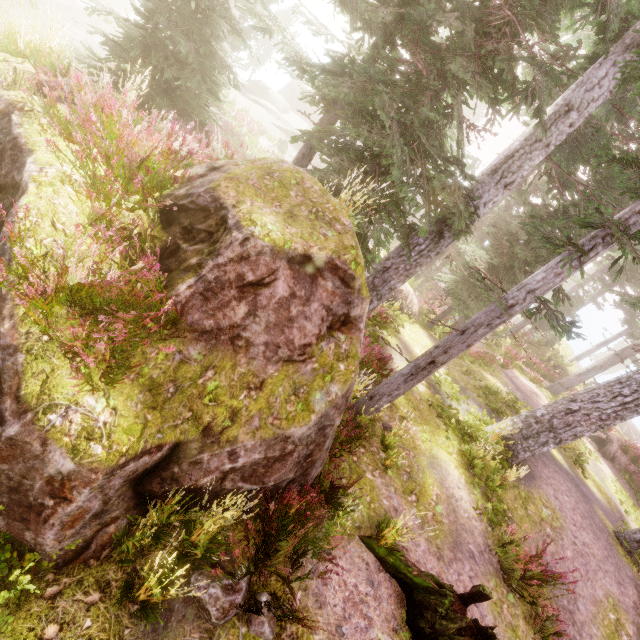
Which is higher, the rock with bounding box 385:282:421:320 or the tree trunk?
the tree trunk

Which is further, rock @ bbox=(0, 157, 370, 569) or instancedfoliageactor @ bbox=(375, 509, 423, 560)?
instancedfoliageactor @ bbox=(375, 509, 423, 560)

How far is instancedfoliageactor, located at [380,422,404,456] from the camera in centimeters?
715cm

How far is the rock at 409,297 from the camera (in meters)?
15.77

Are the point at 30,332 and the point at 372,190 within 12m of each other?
yes

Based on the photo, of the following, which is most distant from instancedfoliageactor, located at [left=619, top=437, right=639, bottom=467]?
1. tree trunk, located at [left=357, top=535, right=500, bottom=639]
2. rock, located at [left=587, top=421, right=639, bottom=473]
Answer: tree trunk, located at [left=357, top=535, right=500, bottom=639]

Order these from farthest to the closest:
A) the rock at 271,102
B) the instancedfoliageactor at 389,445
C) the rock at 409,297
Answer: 1. the rock at 271,102
2. the rock at 409,297
3. the instancedfoliageactor at 389,445

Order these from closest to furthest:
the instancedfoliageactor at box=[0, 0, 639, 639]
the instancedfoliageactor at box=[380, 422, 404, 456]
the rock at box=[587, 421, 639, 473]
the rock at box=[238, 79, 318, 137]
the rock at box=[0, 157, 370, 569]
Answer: the rock at box=[0, 157, 370, 569] < the instancedfoliageactor at box=[0, 0, 639, 639] < the instancedfoliageactor at box=[380, 422, 404, 456] < the rock at box=[587, 421, 639, 473] < the rock at box=[238, 79, 318, 137]
